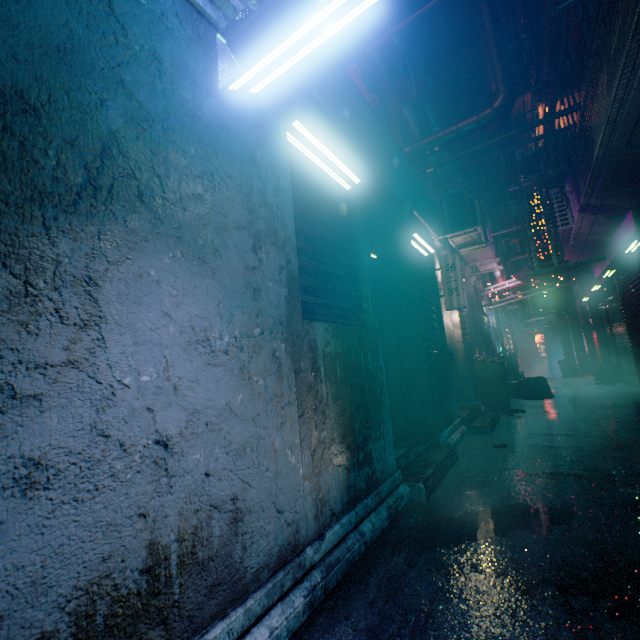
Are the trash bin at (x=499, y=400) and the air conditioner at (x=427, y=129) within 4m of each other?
no

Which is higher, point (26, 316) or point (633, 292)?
point (633, 292)

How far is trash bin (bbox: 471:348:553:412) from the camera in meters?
5.8 m

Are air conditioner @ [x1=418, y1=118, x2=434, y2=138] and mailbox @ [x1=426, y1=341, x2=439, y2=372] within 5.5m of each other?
no

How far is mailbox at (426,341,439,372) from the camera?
3.7m

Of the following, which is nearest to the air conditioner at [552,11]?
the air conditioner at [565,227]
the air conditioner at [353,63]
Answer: the air conditioner at [353,63]

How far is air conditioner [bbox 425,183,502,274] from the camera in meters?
4.9 m

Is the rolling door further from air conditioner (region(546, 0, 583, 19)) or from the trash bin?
air conditioner (region(546, 0, 583, 19))
